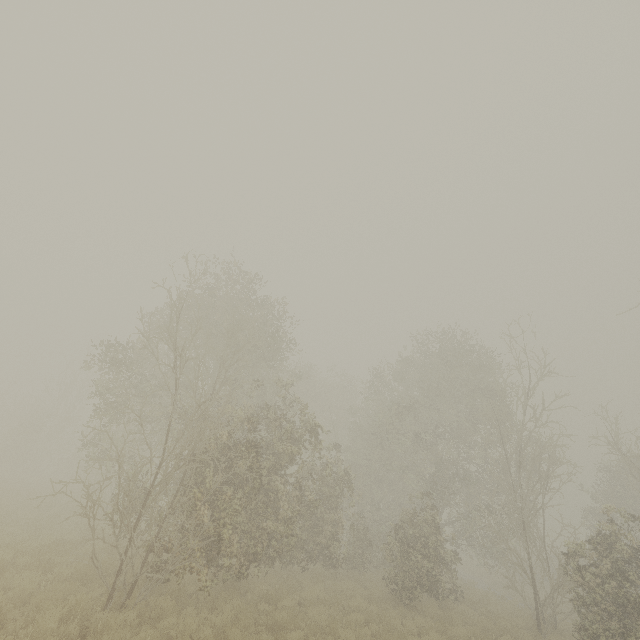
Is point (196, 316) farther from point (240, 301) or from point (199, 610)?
point (199, 610)
